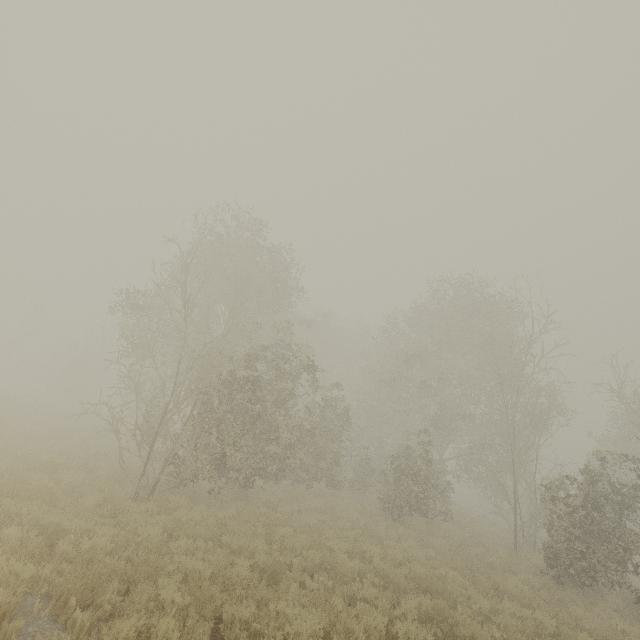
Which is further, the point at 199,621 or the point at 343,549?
the point at 343,549
